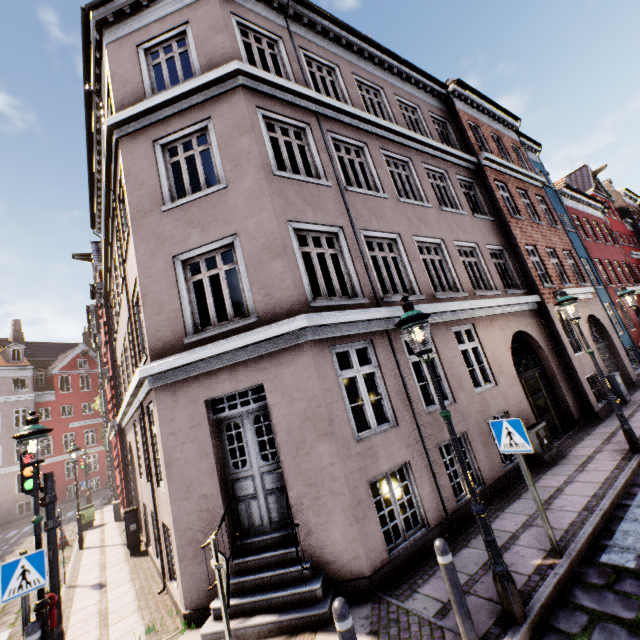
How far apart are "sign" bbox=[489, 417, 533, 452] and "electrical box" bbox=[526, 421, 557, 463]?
4.1 meters

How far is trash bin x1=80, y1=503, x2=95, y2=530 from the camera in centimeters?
1550cm

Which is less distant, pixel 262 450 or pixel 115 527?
pixel 115 527

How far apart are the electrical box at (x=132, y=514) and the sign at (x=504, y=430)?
10.71m

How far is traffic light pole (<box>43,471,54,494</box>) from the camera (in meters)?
6.19

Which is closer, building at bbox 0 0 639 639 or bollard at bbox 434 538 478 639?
bollard at bbox 434 538 478 639

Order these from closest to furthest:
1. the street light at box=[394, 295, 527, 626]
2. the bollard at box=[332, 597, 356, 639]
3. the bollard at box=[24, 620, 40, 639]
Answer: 1. the bollard at box=[332, 597, 356, 639]
2. the street light at box=[394, 295, 527, 626]
3. the bollard at box=[24, 620, 40, 639]

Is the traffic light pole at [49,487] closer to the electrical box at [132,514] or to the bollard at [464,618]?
the electrical box at [132,514]
